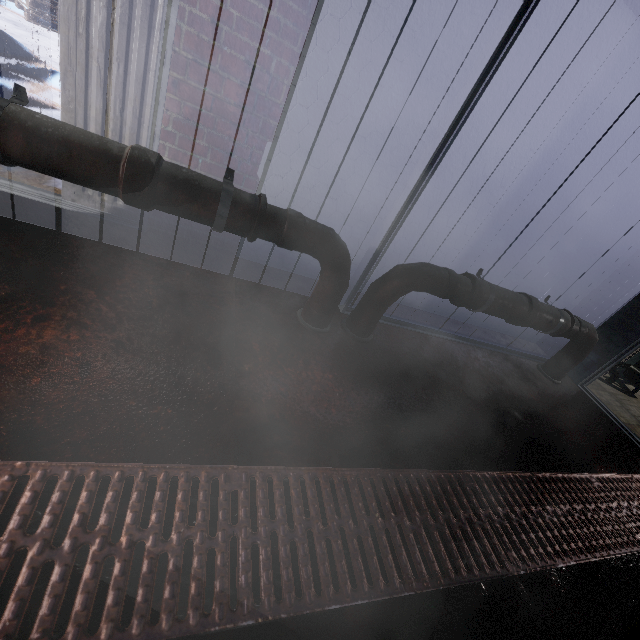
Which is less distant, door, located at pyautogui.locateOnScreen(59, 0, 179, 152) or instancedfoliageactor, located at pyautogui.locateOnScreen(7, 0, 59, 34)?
door, located at pyautogui.locateOnScreen(59, 0, 179, 152)

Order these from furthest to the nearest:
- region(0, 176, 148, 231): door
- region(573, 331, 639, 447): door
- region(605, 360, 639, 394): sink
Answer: region(605, 360, 639, 394): sink < region(573, 331, 639, 447): door < region(0, 176, 148, 231): door

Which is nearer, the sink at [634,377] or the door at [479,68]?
the door at [479,68]

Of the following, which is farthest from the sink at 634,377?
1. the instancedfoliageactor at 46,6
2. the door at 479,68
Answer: the instancedfoliageactor at 46,6

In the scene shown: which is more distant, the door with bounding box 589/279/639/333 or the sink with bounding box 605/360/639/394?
the sink with bounding box 605/360/639/394

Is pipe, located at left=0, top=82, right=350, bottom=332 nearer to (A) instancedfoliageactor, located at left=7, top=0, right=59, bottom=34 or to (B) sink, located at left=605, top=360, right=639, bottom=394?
(A) instancedfoliageactor, located at left=7, top=0, right=59, bottom=34

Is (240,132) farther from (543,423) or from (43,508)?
(543,423)

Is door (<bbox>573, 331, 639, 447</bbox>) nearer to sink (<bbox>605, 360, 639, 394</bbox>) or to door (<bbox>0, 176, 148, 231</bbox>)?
sink (<bbox>605, 360, 639, 394</bbox>)
